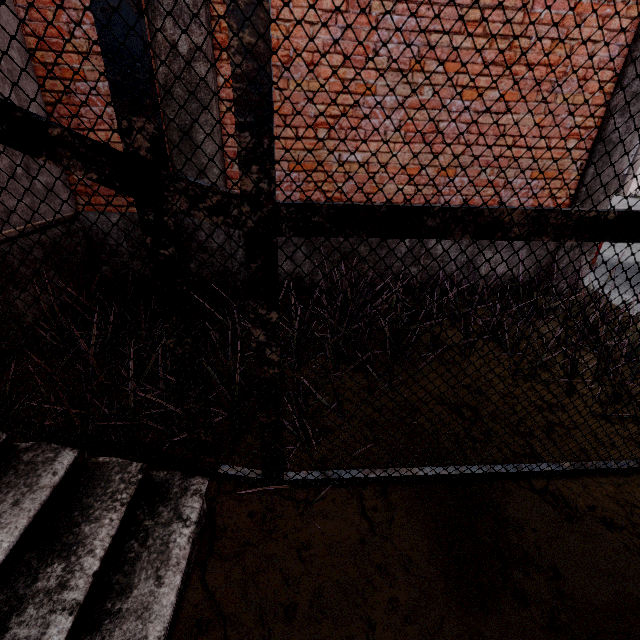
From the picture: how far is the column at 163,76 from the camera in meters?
3.2

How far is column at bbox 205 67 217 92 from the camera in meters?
3.3 m

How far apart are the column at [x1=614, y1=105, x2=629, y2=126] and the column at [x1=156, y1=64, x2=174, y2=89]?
4.3 meters

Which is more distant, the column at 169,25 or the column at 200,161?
the column at 200,161

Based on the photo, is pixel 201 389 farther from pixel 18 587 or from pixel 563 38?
pixel 563 38
